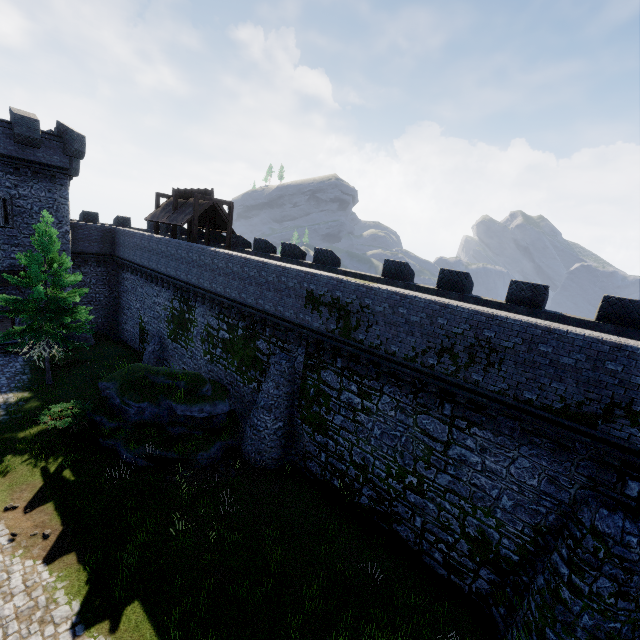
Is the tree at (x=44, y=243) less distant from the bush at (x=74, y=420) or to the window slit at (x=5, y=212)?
the bush at (x=74, y=420)

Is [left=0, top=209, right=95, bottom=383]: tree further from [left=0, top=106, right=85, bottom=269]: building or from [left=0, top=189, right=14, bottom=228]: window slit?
[left=0, top=189, right=14, bottom=228]: window slit

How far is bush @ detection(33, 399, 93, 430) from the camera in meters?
16.0

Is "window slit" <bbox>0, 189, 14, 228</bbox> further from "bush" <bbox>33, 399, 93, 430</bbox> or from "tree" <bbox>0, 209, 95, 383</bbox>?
"bush" <bbox>33, 399, 93, 430</bbox>

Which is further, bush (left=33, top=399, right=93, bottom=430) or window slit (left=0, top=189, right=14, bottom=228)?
window slit (left=0, top=189, right=14, bottom=228)

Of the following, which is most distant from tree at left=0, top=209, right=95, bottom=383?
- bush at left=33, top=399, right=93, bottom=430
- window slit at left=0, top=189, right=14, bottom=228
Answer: window slit at left=0, top=189, right=14, bottom=228

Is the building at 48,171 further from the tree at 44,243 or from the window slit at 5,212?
the tree at 44,243

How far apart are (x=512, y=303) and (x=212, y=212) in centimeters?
2102cm
